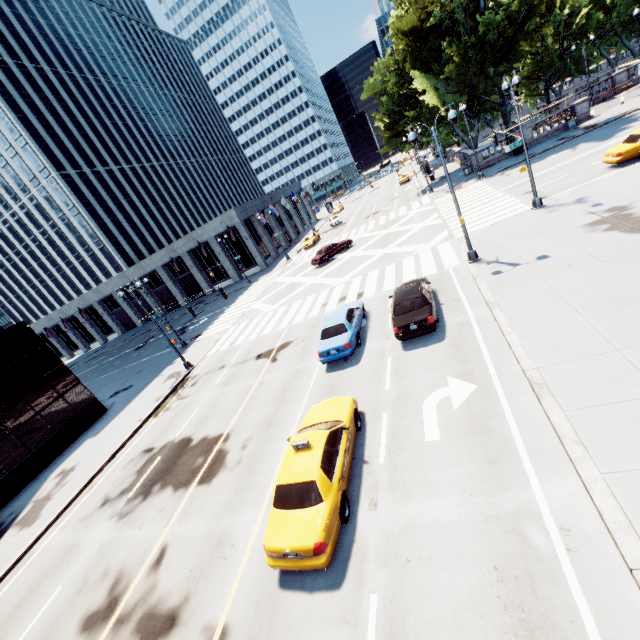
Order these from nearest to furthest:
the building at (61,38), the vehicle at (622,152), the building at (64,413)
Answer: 1. the vehicle at (622,152)
2. the building at (64,413)
3. the building at (61,38)

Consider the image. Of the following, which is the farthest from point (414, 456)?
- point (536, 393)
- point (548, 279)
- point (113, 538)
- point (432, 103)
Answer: point (432, 103)

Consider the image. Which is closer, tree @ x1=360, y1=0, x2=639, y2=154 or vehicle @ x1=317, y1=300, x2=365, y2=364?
vehicle @ x1=317, y1=300, x2=365, y2=364

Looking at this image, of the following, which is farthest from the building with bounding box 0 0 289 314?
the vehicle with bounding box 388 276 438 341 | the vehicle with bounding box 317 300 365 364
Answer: the vehicle with bounding box 388 276 438 341

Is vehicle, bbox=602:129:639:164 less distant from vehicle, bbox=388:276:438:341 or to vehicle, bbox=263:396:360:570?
vehicle, bbox=388:276:438:341

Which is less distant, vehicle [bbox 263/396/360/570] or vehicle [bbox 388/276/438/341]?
vehicle [bbox 263/396/360/570]

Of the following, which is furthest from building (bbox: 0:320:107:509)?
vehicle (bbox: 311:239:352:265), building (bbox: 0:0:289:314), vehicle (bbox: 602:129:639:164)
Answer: vehicle (bbox: 602:129:639:164)

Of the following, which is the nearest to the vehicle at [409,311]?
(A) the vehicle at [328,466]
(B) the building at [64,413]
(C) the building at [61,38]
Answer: (A) the vehicle at [328,466]
